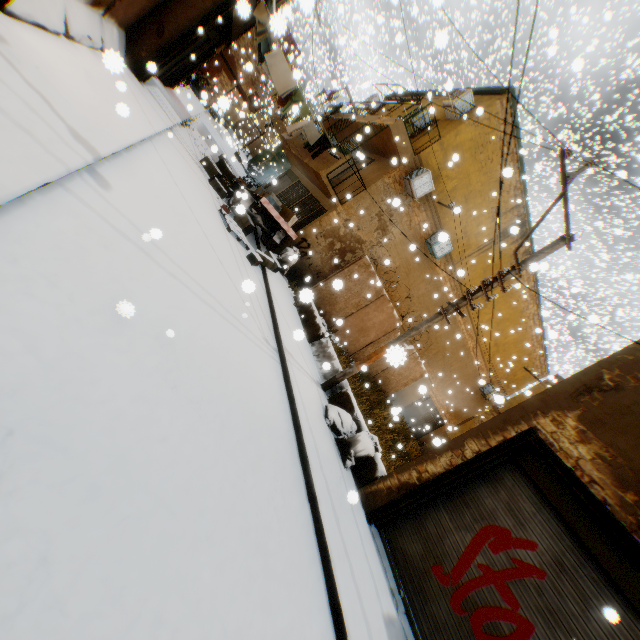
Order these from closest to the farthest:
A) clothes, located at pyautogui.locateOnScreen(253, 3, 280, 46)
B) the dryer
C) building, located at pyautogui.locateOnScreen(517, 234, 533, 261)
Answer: clothes, located at pyautogui.locateOnScreen(253, 3, 280, 46) < the dryer < building, located at pyautogui.locateOnScreen(517, 234, 533, 261)

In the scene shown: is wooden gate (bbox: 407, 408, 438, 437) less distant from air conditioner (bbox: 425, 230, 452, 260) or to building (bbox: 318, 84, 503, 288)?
building (bbox: 318, 84, 503, 288)

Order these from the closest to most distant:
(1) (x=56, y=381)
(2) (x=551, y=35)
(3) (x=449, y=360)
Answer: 1. (1) (x=56, y=381)
2. (2) (x=551, y=35)
3. (3) (x=449, y=360)

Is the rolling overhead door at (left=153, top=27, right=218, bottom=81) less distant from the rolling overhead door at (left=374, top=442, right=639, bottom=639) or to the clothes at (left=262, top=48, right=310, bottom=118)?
the clothes at (left=262, top=48, right=310, bottom=118)

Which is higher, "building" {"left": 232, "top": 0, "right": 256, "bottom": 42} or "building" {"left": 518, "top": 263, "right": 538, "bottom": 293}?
"building" {"left": 518, "top": 263, "right": 538, "bottom": 293}

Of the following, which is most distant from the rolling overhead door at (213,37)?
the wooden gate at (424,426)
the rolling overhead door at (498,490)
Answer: the wooden gate at (424,426)

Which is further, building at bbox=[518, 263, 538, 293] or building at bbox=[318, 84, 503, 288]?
building at bbox=[318, 84, 503, 288]

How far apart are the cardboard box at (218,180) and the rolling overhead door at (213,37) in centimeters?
8cm
